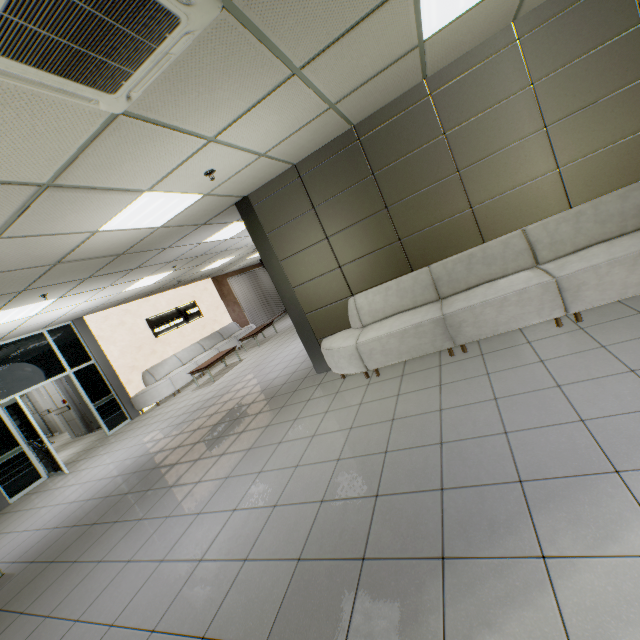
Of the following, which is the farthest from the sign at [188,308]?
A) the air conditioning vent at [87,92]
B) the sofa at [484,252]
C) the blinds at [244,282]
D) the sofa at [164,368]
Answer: the air conditioning vent at [87,92]

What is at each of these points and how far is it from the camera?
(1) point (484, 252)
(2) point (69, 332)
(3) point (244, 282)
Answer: (1) sofa, 4.2m
(2) doorway, 8.8m
(3) blinds, 16.2m

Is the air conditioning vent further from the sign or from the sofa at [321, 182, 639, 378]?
the sign

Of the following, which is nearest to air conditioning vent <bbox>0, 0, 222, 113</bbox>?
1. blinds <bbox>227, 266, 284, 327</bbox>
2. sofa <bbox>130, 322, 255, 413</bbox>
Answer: sofa <bbox>130, 322, 255, 413</bbox>

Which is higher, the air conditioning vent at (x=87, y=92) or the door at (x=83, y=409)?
the air conditioning vent at (x=87, y=92)

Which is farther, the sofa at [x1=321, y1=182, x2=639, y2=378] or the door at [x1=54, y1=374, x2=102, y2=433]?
the door at [x1=54, y1=374, x2=102, y2=433]

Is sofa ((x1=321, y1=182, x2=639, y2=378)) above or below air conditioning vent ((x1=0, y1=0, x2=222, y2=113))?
below

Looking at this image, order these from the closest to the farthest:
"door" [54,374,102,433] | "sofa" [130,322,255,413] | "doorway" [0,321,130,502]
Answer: "doorway" [0,321,130,502] < "sofa" [130,322,255,413] < "door" [54,374,102,433]
